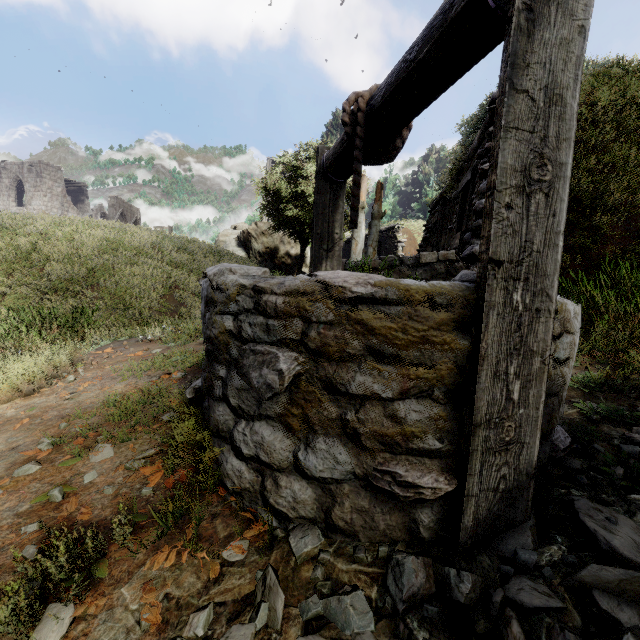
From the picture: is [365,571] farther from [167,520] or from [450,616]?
[167,520]

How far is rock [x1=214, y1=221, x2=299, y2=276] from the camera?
25.33m

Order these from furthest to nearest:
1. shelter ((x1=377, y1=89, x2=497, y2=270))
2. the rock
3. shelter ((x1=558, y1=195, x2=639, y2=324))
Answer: the rock < shelter ((x1=377, y1=89, x2=497, y2=270)) < shelter ((x1=558, y1=195, x2=639, y2=324))

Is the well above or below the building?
below

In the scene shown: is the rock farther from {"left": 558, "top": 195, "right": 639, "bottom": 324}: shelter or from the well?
the well

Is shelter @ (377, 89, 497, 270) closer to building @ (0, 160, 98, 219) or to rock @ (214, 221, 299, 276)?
building @ (0, 160, 98, 219)

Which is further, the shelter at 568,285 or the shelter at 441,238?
the shelter at 441,238

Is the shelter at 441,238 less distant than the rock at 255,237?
Yes
